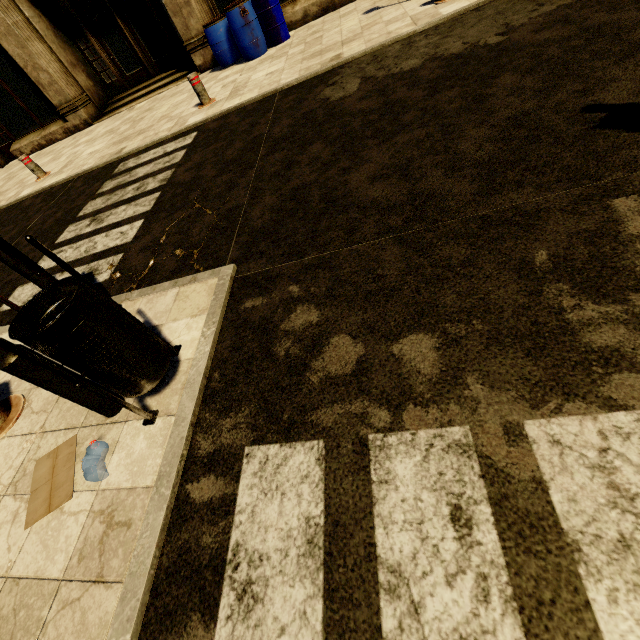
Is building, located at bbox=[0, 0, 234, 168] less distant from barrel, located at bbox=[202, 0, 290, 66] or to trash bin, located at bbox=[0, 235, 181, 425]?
barrel, located at bbox=[202, 0, 290, 66]

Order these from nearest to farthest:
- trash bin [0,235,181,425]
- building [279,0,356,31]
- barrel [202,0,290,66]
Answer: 1. trash bin [0,235,181,425]
2. barrel [202,0,290,66]
3. building [279,0,356,31]

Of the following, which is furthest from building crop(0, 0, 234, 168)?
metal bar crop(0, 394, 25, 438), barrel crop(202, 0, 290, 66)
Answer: metal bar crop(0, 394, 25, 438)

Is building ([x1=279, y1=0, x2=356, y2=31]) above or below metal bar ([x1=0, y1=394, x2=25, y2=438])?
above

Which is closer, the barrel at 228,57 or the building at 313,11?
the barrel at 228,57

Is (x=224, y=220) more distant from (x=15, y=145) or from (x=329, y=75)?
(x=15, y=145)

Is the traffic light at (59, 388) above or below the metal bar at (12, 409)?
above

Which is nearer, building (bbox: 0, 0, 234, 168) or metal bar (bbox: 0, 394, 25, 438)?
metal bar (bbox: 0, 394, 25, 438)
